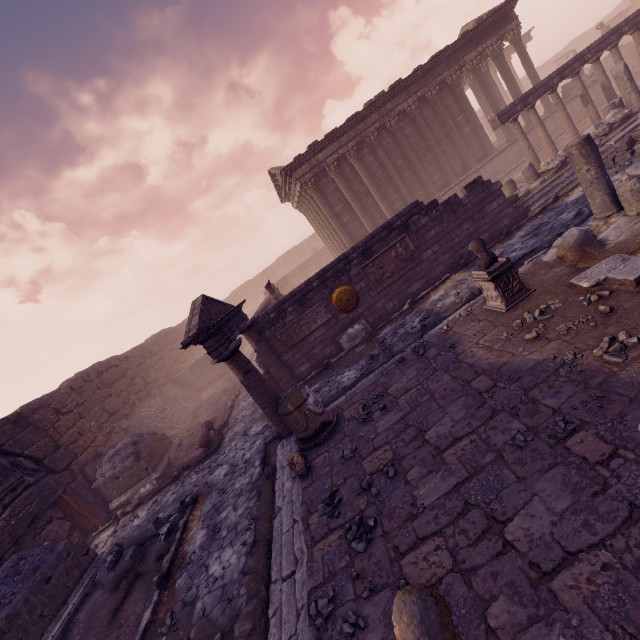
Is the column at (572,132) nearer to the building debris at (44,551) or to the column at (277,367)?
the column at (277,367)

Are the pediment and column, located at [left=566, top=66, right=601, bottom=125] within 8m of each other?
no

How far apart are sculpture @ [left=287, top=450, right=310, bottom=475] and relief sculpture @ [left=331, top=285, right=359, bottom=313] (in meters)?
5.64

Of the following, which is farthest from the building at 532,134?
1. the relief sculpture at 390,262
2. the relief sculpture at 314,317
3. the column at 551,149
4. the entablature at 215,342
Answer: the entablature at 215,342

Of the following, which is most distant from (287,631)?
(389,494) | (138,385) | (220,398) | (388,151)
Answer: (388,151)

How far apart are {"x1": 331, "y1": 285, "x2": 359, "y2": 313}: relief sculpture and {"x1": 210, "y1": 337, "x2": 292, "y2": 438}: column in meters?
3.9 m

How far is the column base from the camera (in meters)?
6.41

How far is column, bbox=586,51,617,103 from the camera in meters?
A: 13.8 m
